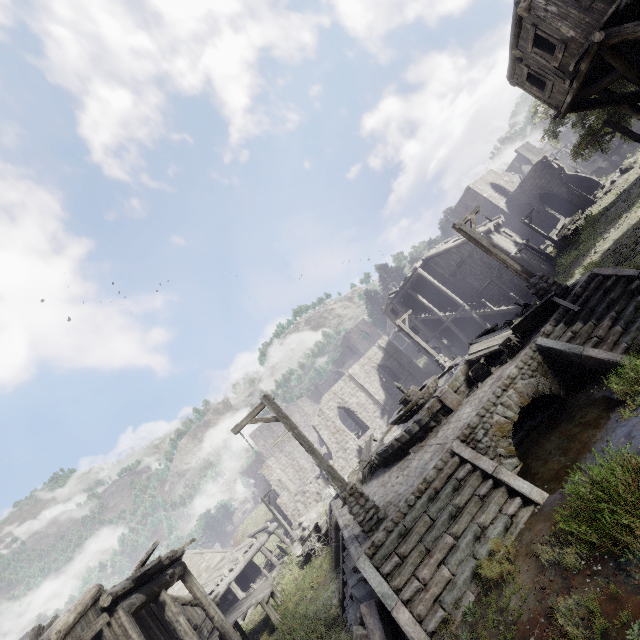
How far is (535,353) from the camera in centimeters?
976cm

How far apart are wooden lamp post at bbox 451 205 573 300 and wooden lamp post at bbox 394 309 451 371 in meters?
9.1 m

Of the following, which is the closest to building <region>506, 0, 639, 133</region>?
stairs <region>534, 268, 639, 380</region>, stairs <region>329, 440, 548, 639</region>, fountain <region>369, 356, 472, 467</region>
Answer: stairs <region>534, 268, 639, 380</region>

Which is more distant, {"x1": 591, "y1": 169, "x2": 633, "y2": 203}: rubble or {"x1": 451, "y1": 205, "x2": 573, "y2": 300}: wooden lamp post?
{"x1": 591, "y1": 169, "x2": 633, "y2": 203}: rubble

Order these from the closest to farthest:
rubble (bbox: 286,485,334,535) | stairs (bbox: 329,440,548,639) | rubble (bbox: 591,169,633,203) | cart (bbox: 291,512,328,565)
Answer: stairs (bbox: 329,440,548,639) → cart (bbox: 291,512,328,565) → rubble (bbox: 286,485,334,535) → rubble (bbox: 591,169,633,203)

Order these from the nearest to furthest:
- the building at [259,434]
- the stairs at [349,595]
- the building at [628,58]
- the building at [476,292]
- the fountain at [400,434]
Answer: the stairs at [349,595] → the building at [628,58] → the fountain at [400,434] → the building at [476,292] → the building at [259,434]

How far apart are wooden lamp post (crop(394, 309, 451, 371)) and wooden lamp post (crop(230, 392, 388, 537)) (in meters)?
13.06

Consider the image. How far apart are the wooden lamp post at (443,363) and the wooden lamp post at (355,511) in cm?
1306
